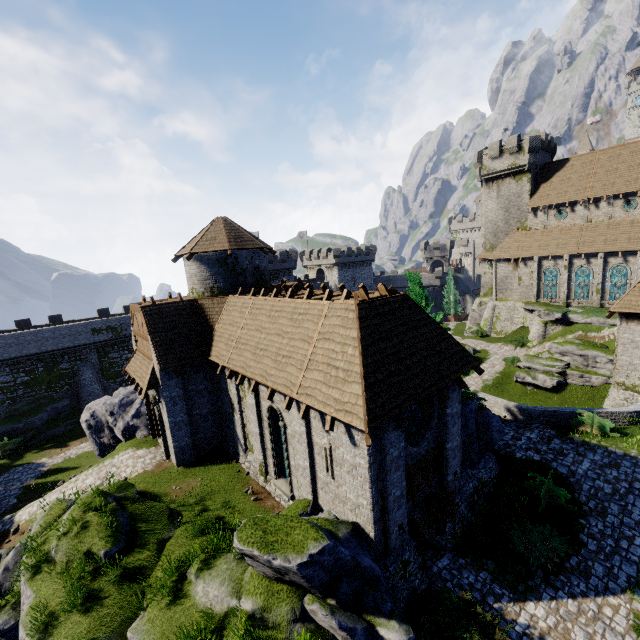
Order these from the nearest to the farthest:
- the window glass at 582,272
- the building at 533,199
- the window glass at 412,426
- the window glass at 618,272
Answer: the window glass at 412,426, the building at 533,199, the window glass at 618,272, the window glass at 582,272

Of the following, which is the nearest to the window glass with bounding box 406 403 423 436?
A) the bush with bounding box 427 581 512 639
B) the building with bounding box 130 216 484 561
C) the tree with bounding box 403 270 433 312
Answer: the building with bounding box 130 216 484 561

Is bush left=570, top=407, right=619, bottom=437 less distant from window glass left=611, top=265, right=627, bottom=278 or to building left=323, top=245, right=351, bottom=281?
window glass left=611, top=265, right=627, bottom=278

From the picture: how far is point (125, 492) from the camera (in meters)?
14.86

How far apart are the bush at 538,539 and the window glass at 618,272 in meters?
32.0 m

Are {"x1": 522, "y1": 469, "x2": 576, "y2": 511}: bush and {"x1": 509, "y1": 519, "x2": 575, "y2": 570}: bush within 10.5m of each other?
yes

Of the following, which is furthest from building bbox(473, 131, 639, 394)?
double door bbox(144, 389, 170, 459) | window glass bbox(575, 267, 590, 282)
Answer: double door bbox(144, 389, 170, 459)

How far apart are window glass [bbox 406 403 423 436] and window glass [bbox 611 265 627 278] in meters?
35.3
